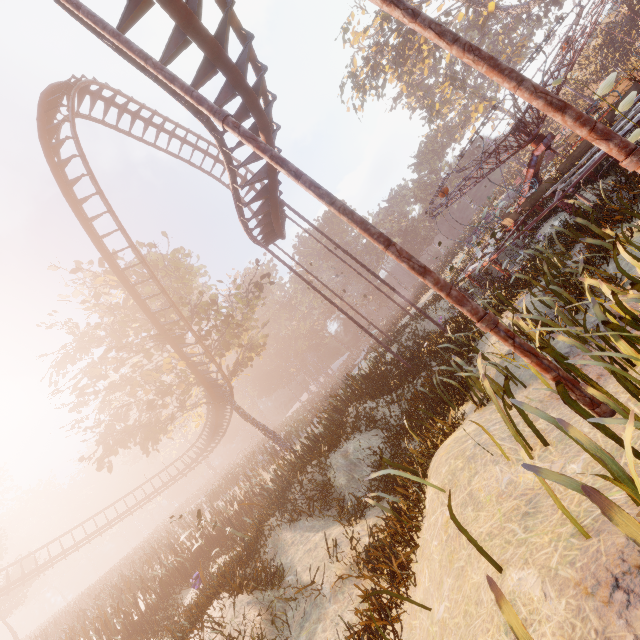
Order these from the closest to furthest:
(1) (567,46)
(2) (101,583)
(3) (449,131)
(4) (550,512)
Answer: (4) (550,512) → (1) (567,46) → (2) (101,583) → (3) (449,131)

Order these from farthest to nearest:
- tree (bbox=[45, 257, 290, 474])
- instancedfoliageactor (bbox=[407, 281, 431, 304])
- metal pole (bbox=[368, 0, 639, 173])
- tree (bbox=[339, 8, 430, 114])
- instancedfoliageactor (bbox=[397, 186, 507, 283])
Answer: tree (bbox=[339, 8, 430, 114]) → instancedfoliageactor (bbox=[407, 281, 431, 304]) → tree (bbox=[45, 257, 290, 474]) → instancedfoliageactor (bbox=[397, 186, 507, 283]) → metal pole (bbox=[368, 0, 639, 173])

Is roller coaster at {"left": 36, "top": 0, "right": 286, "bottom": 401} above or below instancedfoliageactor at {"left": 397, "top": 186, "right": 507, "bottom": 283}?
above

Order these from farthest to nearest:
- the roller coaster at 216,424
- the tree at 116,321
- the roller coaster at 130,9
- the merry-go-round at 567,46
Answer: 1. the roller coaster at 216,424
2. the tree at 116,321
3. the merry-go-round at 567,46
4. the roller coaster at 130,9

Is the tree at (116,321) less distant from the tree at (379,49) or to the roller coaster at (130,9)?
the roller coaster at (130,9)

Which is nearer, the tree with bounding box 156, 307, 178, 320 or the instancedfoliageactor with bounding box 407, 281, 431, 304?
the tree with bounding box 156, 307, 178, 320

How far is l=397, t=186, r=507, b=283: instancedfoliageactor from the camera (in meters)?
13.43

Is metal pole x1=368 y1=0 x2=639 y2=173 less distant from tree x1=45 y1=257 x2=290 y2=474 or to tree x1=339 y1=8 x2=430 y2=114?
tree x1=45 y1=257 x2=290 y2=474
